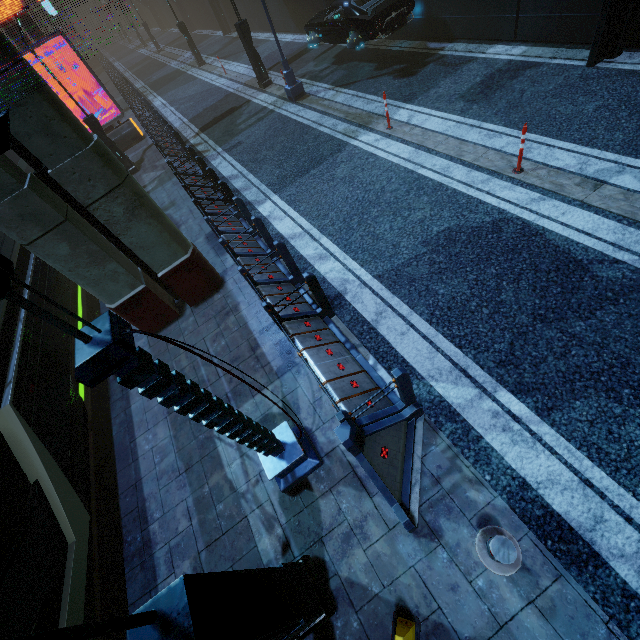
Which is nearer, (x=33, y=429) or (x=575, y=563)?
(x=575, y=563)

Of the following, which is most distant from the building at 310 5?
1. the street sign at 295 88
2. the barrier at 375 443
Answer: the street sign at 295 88

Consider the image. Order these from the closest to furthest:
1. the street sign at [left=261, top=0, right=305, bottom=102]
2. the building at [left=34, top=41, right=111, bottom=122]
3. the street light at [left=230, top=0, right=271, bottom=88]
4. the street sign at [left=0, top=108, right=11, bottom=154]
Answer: the street sign at [left=0, top=108, right=11, bottom=154] → the street sign at [left=261, top=0, right=305, bottom=102] → the street light at [left=230, top=0, right=271, bottom=88] → the building at [left=34, top=41, right=111, bottom=122]

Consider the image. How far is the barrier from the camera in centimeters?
369cm

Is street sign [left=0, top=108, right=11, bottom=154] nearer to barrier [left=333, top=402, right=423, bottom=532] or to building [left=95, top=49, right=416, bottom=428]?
barrier [left=333, top=402, right=423, bottom=532]

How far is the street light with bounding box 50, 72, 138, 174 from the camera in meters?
Answer: 12.6

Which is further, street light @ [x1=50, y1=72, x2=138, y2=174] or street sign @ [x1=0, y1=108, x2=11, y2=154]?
street light @ [x1=50, y1=72, x2=138, y2=174]

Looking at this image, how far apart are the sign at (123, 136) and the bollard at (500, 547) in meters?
21.8 m
